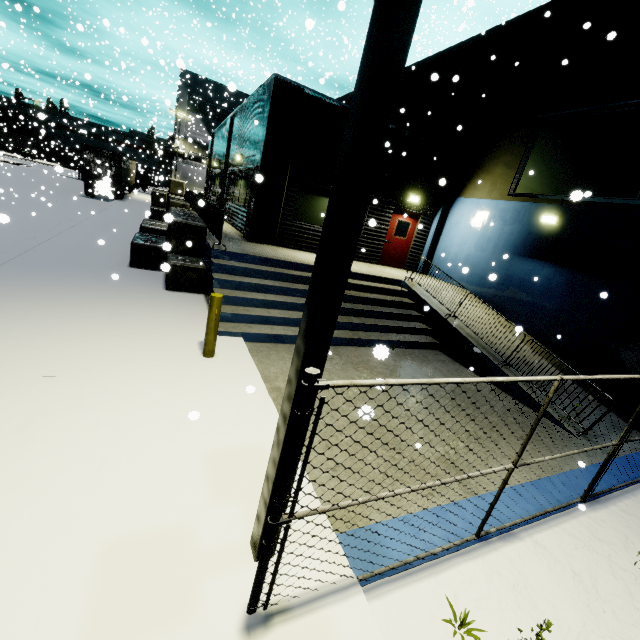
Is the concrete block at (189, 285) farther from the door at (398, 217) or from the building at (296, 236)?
the door at (398, 217)

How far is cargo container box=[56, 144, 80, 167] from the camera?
39.24m

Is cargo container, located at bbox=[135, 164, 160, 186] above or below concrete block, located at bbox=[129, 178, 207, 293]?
above

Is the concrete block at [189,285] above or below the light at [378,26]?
below

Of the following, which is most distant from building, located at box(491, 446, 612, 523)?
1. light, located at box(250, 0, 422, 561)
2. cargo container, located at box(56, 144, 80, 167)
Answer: light, located at box(250, 0, 422, 561)

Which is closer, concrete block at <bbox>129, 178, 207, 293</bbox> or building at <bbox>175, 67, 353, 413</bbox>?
building at <bbox>175, 67, 353, 413</bbox>

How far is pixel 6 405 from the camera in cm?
365

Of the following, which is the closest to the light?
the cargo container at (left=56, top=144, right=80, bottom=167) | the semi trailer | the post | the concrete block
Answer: the concrete block
